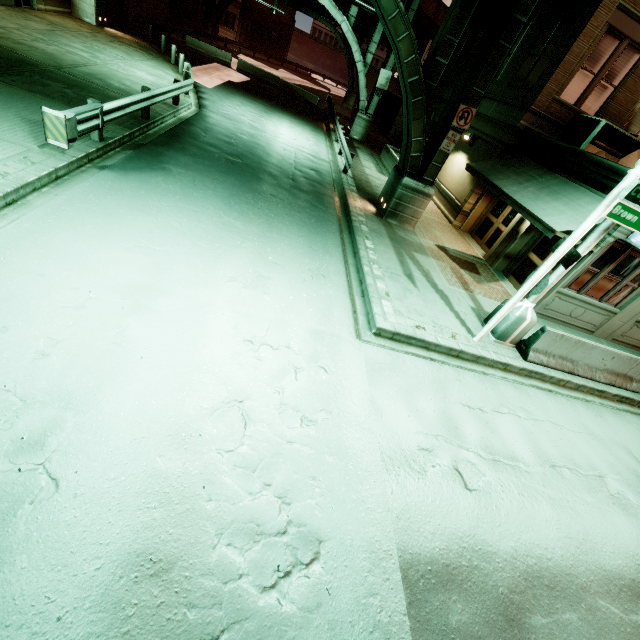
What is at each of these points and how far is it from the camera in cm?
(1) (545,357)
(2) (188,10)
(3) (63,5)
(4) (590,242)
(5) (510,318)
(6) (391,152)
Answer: (1) barrier, 873
(2) building, 3675
(3) building, 1978
(4) street light, 729
(5) street light, 846
(6) planter, 2084

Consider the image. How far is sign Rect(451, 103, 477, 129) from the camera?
11.0m

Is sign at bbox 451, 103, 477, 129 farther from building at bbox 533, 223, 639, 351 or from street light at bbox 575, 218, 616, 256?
street light at bbox 575, 218, 616, 256

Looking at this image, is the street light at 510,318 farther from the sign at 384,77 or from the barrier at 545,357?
the sign at 384,77

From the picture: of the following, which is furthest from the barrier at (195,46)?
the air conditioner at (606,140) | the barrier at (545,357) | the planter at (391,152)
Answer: the barrier at (545,357)

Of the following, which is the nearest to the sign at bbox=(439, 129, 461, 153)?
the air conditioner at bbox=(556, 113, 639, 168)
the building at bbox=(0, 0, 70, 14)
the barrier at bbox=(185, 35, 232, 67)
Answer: the air conditioner at bbox=(556, 113, 639, 168)

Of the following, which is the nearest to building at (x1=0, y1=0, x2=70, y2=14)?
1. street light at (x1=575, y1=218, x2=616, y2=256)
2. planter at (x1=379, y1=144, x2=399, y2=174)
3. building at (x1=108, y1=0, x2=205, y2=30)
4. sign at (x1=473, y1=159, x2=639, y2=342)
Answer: building at (x1=108, y1=0, x2=205, y2=30)

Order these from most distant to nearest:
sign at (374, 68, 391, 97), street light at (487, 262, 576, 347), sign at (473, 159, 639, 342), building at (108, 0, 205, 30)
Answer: building at (108, 0, 205, 30)
sign at (374, 68, 391, 97)
street light at (487, 262, 576, 347)
sign at (473, 159, 639, 342)
